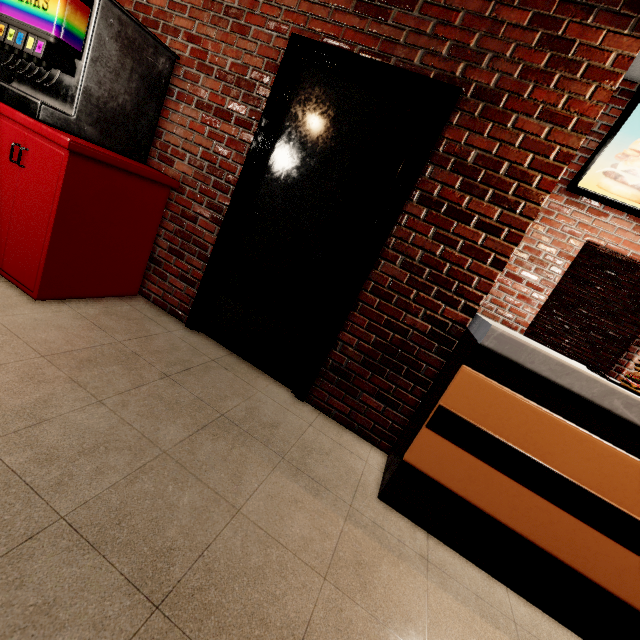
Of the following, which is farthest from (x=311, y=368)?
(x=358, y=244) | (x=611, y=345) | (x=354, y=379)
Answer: (x=611, y=345)
